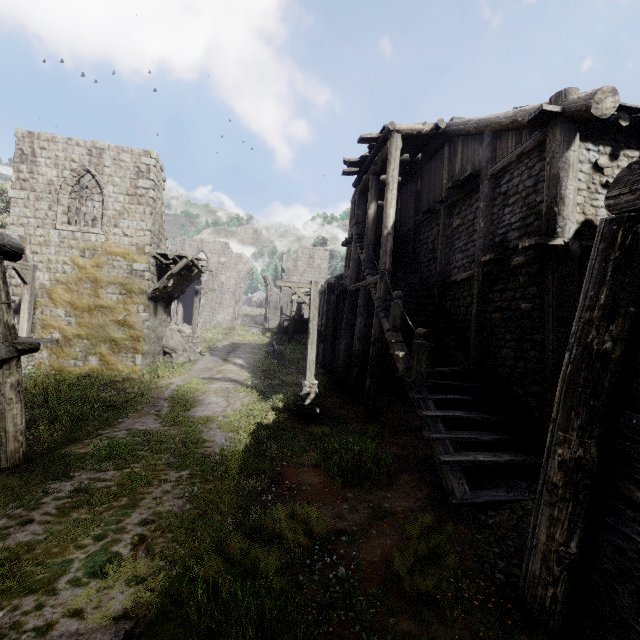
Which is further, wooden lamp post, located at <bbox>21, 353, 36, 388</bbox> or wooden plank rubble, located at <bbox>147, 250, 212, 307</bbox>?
wooden plank rubble, located at <bbox>147, 250, 212, 307</bbox>

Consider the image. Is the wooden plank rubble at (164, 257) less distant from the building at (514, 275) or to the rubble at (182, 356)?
the building at (514, 275)

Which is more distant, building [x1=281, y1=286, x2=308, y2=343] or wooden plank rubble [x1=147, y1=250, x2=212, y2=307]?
building [x1=281, y1=286, x2=308, y2=343]

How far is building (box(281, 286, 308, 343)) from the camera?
30.3m

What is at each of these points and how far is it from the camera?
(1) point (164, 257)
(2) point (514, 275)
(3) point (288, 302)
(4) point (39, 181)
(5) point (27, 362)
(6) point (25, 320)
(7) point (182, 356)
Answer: (1) wooden plank rubble, 18.27m
(2) building, 7.91m
(3) building, 41.69m
(4) building, 15.19m
(5) wooden lamp post, 13.59m
(6) wooden lamp post, 13.58m
(7) rubble, 20.03m

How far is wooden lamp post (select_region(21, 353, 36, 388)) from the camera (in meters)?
13.01

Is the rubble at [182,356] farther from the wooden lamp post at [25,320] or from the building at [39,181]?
the wooden lamp post at [25,320]

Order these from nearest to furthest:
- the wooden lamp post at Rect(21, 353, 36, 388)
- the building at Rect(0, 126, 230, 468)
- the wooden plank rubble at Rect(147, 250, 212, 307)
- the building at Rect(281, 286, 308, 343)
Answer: the building at Rect(0, 126, 230, 468), the wooden lamp post at Rect(21, 353, 36, 388), the wooden plank rubble at Rect(147, 250, 212, 307), the building at Rect(281, 286, 308, 343)
